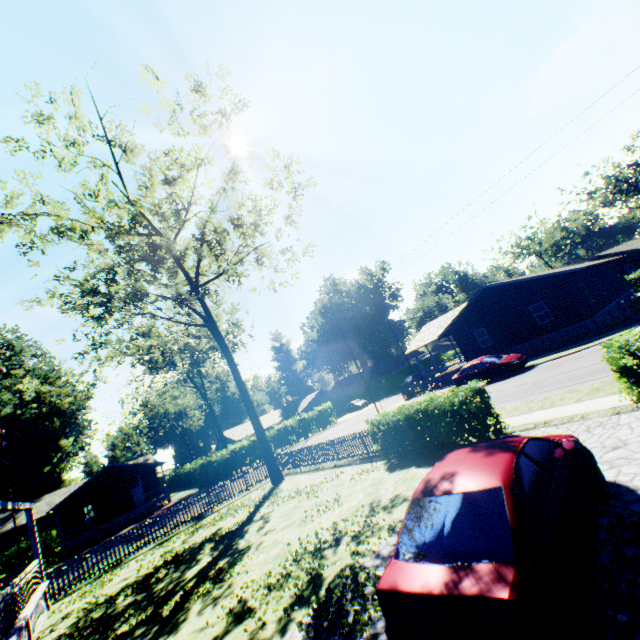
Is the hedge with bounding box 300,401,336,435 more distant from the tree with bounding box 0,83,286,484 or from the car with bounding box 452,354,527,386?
the car with bounding box 452,354,527,386

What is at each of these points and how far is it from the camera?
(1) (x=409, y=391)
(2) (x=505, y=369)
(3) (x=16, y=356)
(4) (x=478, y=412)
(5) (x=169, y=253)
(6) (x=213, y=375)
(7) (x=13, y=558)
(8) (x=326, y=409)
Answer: (1) fence, 32.3 meters
(2) car, 20.7 meters
(3) plant, 51.4 meters
(4) hedge, 10.0 meters
(5) tree, 19.4 meters
(6) plant, 52.7 meters
(7) hedge, 25.2 meters
(8) hedge, 46.8 meters

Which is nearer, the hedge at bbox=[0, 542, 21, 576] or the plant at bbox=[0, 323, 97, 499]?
the hedge at bbox=[0, 542, 21, 576]

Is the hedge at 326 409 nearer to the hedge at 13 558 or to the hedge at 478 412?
the hedge at 13 558

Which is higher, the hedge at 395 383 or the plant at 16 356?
the plant at 16 356

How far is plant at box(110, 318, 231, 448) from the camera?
44.75m

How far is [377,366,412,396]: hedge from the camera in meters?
54.5

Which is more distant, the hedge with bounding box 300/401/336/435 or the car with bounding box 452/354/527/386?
the hedge with bounding box 300/401/336/435
